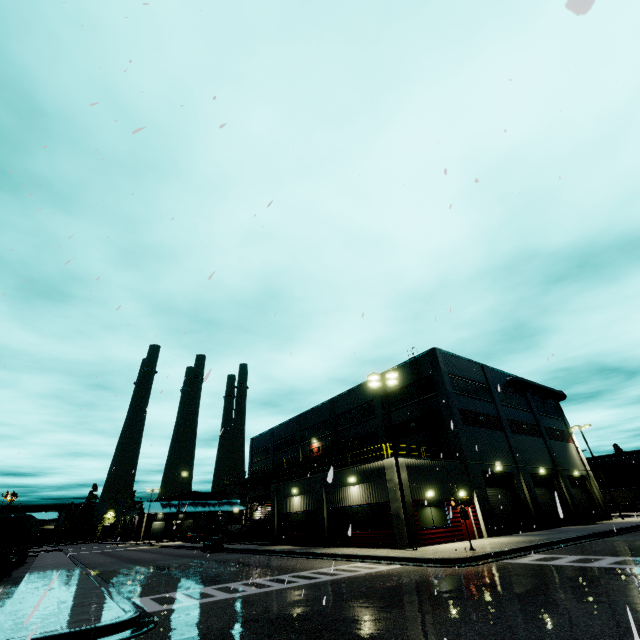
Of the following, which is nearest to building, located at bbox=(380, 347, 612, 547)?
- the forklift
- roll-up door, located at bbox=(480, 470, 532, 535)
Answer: roll-up door, located at bbox=(480, 470, 532, 535)

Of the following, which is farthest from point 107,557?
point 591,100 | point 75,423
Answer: point 591,100

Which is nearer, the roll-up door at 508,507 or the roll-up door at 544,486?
the roll-up door at 508,507

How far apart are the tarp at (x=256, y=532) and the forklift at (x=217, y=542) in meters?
3.3 m

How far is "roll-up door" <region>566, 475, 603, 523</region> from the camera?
33.22m

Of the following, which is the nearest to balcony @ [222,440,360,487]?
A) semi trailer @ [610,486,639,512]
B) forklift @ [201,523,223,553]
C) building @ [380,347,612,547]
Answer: building @ [380,347,612,547]

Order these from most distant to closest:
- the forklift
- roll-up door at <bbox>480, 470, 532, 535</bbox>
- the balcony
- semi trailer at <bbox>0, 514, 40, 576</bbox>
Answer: the balcony < the forklift < roll-up door at <bbox>480, 470, 532, 535</bbox> < semi trailer at <bbox>0, 514, 40, 576</bbox>

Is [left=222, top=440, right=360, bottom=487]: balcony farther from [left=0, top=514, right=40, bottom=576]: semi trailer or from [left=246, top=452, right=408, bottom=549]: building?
[left=0, top=514, right=40, bottom=576]: semi trailer
